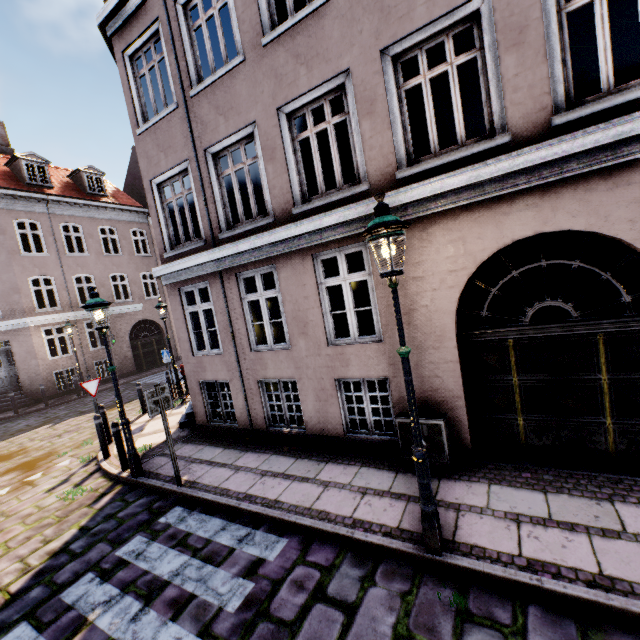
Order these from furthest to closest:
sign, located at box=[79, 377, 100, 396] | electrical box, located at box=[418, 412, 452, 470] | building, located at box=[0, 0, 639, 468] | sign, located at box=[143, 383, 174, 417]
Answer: sign, located at box=[79, 377, 100, 396] → sign, located at box=[143, 383, 174, 417] → electrical box, located at box=[418, 412, 452, 470] → building, located at box=[0, 0, 639, 468]

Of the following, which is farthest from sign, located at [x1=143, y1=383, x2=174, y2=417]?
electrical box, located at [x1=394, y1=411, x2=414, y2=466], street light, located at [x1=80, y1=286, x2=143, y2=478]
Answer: electrical box, located at [x1=394, y1=411, x2=414, y2=466]

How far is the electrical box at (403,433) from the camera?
5.27m

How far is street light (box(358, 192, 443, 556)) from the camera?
3.2 meters

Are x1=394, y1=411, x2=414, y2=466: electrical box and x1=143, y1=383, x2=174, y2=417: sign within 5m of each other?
yes

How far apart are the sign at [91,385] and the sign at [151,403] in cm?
420

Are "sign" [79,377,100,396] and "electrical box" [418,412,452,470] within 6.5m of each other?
no

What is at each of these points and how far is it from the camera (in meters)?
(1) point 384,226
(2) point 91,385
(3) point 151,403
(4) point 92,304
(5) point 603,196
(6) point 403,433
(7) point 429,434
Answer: (1) street light, 3.09
(2) sign, 8.66
(3) sign, 5.78
(4) street light, 6.14
(5) building, 3.91
(6) electrical box, 5.32
(7) electrical box, 5.11
